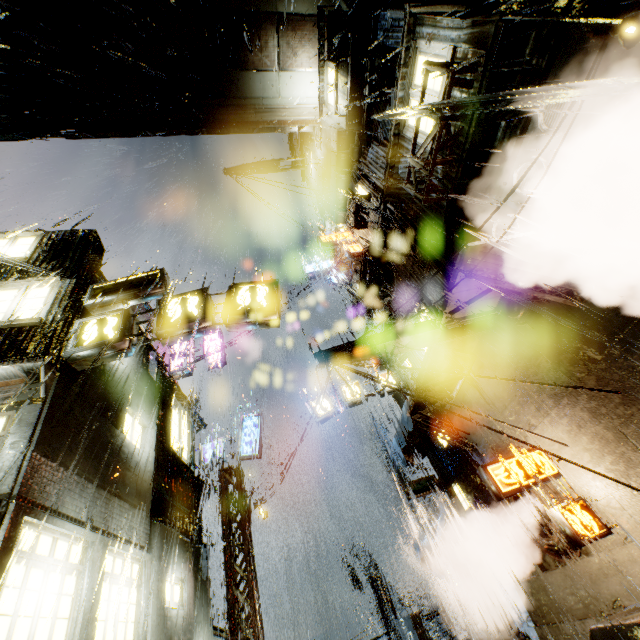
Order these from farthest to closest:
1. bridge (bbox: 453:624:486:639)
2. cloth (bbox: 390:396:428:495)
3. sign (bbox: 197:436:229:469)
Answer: sign (bbox: 197:436:229:469), bridge (bbox: 453:624:486:639), cloth (bbox: 390:396:428:495)

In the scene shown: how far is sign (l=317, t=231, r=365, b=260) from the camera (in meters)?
16.17

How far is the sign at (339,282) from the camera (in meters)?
23.42

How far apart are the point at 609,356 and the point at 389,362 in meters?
4.7 m

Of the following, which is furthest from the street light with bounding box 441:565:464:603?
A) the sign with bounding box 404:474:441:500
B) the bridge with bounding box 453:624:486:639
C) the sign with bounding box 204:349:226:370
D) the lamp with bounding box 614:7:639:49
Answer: the lamp with bounding box 614:7:639:49

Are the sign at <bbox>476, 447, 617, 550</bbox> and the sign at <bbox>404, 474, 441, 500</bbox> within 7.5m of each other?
yes

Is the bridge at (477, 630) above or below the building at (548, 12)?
below

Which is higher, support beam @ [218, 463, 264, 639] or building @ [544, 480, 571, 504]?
support beam @ [218, 463, 264, 639]
